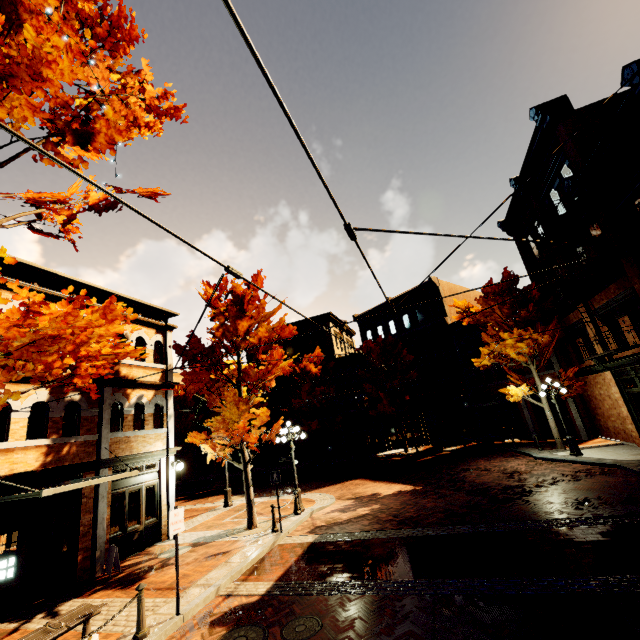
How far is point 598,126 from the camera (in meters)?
13.44

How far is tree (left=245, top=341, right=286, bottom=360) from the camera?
13.0 meters

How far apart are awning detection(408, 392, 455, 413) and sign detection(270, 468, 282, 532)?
16.2m

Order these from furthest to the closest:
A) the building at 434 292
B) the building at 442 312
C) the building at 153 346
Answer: the building at 434 292 → the building at 442 312 → the building at 153 346

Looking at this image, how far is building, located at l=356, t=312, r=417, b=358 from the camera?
31.4 meters

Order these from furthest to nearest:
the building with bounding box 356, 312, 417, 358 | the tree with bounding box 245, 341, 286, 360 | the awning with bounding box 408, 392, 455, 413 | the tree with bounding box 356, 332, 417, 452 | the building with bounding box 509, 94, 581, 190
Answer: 1. the building with bounding box 356, 312, 417, 358
2. the tree with bounding box 356, 332, 417, 452
3. the awning with bounding box 408, 392, 455, 413
4. the building with bounding box 509, 94, 581, 190
5. the tree with bounding box 245, 341, 286, 360

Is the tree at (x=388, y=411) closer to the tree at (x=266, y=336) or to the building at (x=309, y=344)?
the tree at (x=266, y=336)

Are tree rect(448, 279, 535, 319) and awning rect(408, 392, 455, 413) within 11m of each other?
yes
